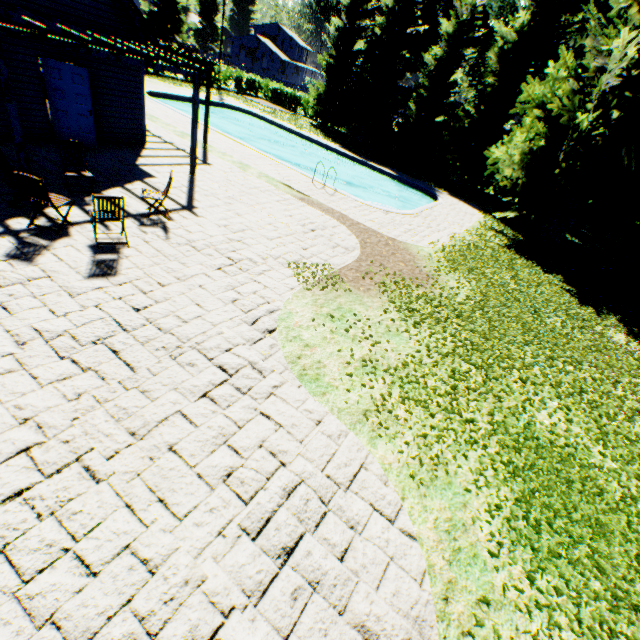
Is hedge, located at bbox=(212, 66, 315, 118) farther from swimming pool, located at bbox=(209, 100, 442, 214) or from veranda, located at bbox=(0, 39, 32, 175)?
veranda, located at bbox=(0, 39, 32, 175)

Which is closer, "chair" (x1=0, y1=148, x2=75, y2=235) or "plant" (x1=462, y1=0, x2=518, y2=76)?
"chair" (x1=0, y1=148, x2=75, y2=235)

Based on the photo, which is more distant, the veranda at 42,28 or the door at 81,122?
the door at 81,122

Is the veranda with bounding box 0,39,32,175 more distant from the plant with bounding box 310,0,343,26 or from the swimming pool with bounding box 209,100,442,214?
the plant with bounding box 310,0,343,26

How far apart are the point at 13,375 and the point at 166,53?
10.91m

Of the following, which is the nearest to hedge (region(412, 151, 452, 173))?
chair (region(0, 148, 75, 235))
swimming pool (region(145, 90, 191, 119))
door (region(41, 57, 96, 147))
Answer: swimming pool (region(145, 90, 191, 119))

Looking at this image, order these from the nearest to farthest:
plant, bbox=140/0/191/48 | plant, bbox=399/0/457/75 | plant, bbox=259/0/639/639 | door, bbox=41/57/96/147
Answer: plant, bbox=259/0/639/639, door, bbox=41/57/96/147, plant, bbox=399/0/457/75, plant, bbox=140/0/191/48

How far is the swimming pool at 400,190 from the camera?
18.9m
